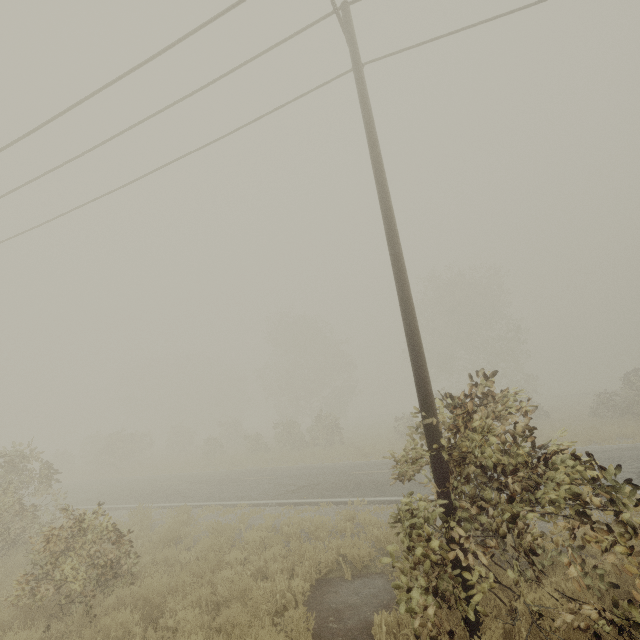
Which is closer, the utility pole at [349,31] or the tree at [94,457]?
the utility pole at [349,31]

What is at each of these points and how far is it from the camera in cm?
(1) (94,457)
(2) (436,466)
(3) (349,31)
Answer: (1) tree, 3550
(2) utility pole, 503
(3) utility pole, 715

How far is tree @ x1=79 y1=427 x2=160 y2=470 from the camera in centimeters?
2880cm

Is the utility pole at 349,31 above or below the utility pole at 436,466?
above

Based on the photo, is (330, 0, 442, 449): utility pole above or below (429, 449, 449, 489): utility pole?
above

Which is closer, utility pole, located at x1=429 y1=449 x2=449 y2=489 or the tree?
utility pole, located at x1=429 y1=449 x2=449 y2=489

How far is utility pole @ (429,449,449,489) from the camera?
5.0 meters
